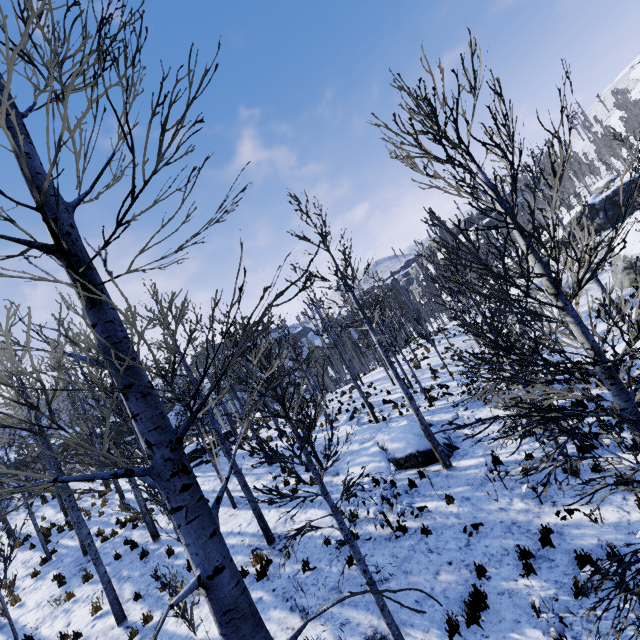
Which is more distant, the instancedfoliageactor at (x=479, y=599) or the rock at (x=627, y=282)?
the rock at (x=627, y=282)

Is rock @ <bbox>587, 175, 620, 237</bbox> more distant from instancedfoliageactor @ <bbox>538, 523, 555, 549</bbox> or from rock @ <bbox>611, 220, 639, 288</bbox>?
rock @ <bbox>611, 220, 639, 288</bbox>

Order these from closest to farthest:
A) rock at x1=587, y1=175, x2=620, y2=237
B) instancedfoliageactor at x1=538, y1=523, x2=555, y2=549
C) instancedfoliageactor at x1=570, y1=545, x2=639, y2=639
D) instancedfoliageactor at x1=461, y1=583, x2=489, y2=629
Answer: instancedfoliageactor at x1=570, y1=545, x2=639, y2=639 → instancedfoliageactor at x1=461, y1=583, x2=489, y2=629 → instancedfoliageactor at x1=538, y1=523, x2=555, y2=549 → rock at x1=587, y1=175, x2=620, y2=237

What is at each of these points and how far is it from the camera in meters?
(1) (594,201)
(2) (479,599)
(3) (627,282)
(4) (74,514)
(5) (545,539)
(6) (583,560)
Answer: (1) rock, 35.4 m
(2) instancedfoliageactor, 5.6 m
(3) rock, 21.0 m
(4) instancedfoliageactor, 8.8 m
(5) instancedfoliageactor, 6.2 m
(6) instancedfoliageactor, 5.4 m

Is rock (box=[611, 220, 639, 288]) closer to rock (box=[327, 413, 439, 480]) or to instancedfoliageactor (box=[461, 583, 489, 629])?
instancedfoliageactor (box=[461, 583, 489, 629])

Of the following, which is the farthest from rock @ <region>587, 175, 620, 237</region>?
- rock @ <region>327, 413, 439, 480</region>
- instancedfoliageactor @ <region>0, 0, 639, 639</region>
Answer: rock @ <region>327, 413, 439, 480</region>

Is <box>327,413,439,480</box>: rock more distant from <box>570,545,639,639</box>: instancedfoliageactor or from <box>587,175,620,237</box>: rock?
<box>587,175,620,237</box>: rock

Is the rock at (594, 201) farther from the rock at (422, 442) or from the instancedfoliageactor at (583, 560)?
the rock at (422, 442)
